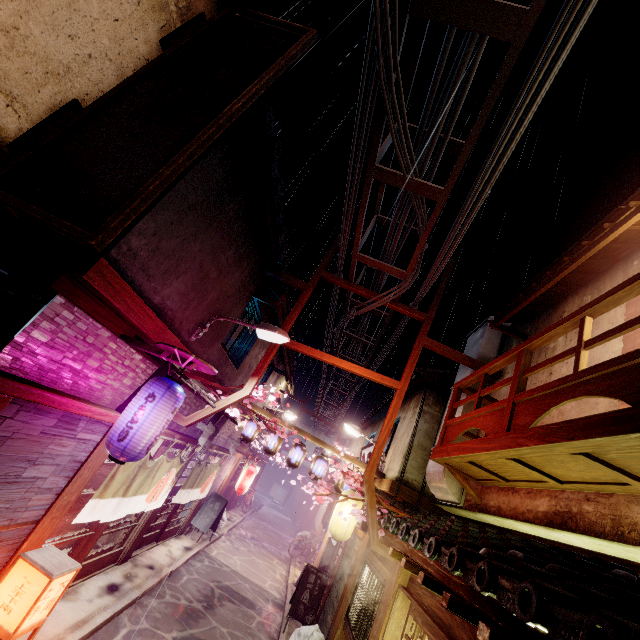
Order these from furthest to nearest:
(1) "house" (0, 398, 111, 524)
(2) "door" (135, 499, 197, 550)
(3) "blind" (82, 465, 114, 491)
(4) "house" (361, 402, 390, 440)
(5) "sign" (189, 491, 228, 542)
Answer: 1. (4) "house" (361, 402, 390, 440)
2. (5) "sign" (189, 491, 228, 542)
3. (2) "door" (135, 499, 197, 550)
4. (3) "blind" (82, 465, 114, 491)
5. (1) "house" (0, 398, 111, 524)

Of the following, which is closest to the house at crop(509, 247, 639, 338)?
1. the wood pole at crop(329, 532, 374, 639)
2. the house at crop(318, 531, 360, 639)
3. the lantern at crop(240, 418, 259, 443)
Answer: the wood pole at crop(329, 532, 374, 639)

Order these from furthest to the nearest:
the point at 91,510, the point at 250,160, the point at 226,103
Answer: the point at 250,160 → the point at 91,510 → the point at 226,103

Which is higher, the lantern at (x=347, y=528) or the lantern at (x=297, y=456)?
the lantern at (x=297, y=456)

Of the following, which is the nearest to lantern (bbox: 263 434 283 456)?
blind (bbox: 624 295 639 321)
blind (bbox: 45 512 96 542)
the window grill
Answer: the window grill

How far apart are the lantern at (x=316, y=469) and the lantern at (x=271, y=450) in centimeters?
197cm

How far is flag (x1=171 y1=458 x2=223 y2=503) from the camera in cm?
1587

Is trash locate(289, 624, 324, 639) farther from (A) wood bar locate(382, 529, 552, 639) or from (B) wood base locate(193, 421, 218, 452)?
(B) wood base locate(193, 421, 218, 452)
